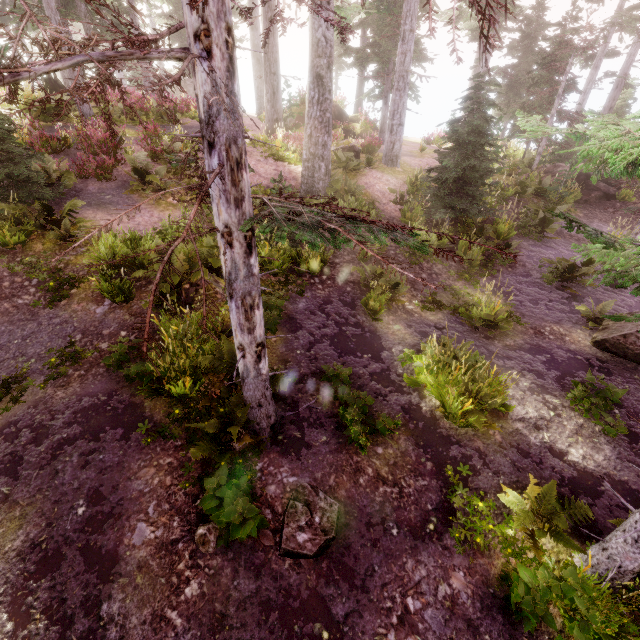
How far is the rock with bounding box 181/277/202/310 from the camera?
7.44m

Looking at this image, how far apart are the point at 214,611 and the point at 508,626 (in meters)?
3.84

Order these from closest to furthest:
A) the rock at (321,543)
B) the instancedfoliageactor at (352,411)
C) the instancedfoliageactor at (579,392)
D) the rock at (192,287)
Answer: the rock at (321,543), the instancedfoliageactor at (352,411), the instancedfoliageactor at (579,392), the rock at (192,287)

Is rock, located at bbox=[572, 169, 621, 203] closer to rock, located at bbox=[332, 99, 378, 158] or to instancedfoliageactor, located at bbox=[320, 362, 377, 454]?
instancedfoliageactor, located at bbox=[320, 362, 377, 454]

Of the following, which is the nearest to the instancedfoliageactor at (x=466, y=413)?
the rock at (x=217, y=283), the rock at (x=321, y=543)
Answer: the rock at (x=217, y=283)

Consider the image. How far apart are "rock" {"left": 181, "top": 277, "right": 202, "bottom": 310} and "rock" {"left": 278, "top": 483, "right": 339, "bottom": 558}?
3.36m

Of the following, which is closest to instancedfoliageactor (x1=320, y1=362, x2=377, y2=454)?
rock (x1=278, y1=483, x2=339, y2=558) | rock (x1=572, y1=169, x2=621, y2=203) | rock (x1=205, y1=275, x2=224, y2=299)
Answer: rock (x1=205, y1=275, x2=224, y2=299)

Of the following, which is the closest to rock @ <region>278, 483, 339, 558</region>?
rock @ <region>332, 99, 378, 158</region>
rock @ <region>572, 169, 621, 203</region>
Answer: rock @ <region>572, 169, 621, 203</region>
